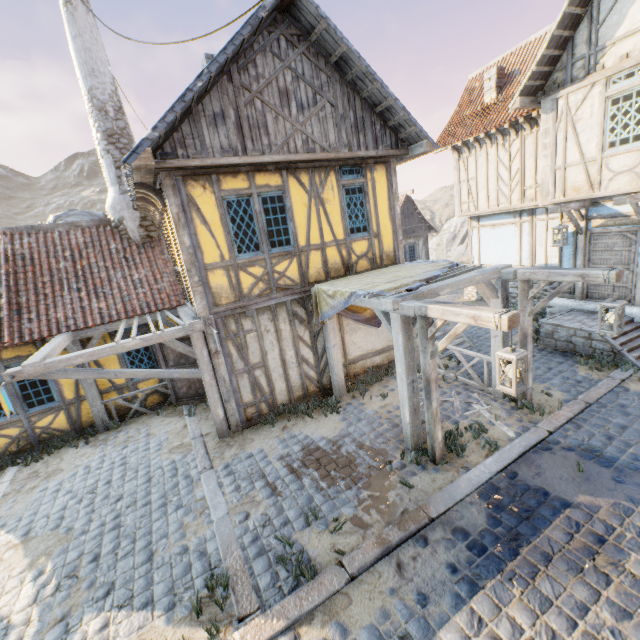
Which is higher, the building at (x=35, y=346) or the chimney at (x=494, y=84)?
the chimney at (x=494, y=84)

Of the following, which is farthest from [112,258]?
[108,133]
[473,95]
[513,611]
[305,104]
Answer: [473,95]

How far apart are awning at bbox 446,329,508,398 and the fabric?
0.0 meters

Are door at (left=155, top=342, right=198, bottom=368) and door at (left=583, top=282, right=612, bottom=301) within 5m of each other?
no

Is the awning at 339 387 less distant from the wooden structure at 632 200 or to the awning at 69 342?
the awning at 69 342

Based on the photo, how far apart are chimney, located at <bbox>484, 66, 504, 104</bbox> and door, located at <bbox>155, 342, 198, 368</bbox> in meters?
14.1 m

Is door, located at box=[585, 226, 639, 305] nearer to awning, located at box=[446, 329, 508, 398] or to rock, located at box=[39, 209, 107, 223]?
awning, located at box=[446, 329, 508, 398]

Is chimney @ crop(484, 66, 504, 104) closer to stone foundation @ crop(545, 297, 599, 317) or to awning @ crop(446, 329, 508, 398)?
stone foundation @ crop(545, 297, 599, 317)
